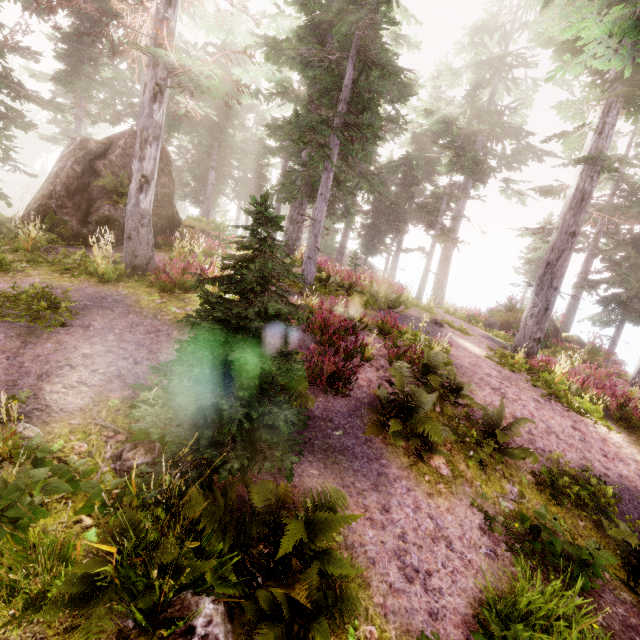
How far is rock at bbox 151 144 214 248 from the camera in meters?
12.3

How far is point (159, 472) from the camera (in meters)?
3.39

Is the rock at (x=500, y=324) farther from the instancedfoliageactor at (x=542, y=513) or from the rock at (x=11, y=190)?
the rock at (x=11, y=190)

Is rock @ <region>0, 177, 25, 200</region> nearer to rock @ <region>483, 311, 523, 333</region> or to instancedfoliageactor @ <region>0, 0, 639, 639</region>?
instancedfoliageactor @ <region>0, 0, 639, 639</region>

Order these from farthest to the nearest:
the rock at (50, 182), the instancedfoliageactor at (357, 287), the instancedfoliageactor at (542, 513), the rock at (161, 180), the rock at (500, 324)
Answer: the rock at (500, 324)
the rock at (161, 180)
the rock at (50, 182)
the instancedfoliageactor at (542, 513)
the instancedfoliageactor at (357, 287)

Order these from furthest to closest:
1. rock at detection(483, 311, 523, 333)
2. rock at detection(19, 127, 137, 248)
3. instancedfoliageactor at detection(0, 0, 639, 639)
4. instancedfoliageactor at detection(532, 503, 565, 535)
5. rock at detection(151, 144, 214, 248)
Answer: rock at detection(483, 311, 523, 333)
rock at detection(151, 144, 214, 248)
rock at detection(19, 127, 137, 248)
instancedfoliageactor at detection(532, 503, 565, 535)
instancedfoliageactor at detection(0, 0, 639, 639)

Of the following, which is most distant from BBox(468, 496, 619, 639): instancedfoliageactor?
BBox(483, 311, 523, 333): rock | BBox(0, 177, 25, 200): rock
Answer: BBox(483, 311, 523, 333): rock

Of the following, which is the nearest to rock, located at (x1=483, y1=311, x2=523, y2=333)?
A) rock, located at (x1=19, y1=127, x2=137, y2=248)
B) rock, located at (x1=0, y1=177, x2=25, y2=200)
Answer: rock, located at (x1=19, y1=127, x2=137, y2=248)
